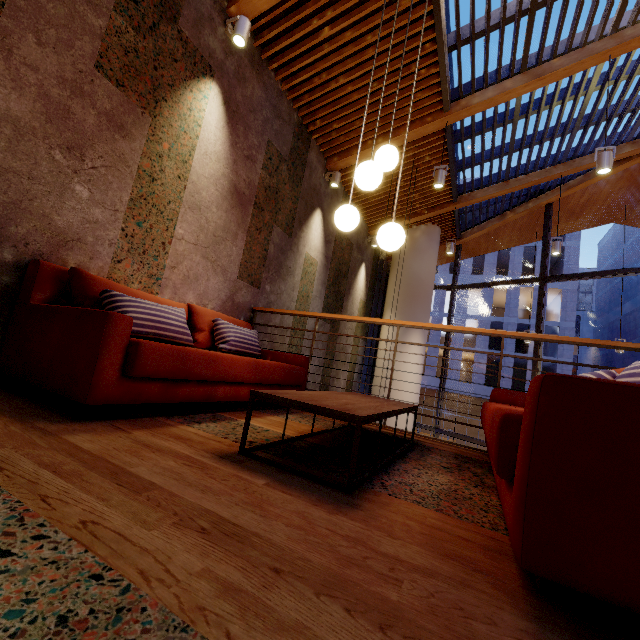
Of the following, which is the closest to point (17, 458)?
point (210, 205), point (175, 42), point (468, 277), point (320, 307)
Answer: point (210, 205)

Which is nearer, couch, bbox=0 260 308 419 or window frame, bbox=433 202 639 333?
couch, bbox=0 260 308 419

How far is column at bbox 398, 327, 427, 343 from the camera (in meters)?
7.90

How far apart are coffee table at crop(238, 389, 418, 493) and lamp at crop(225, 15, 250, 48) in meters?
3.8

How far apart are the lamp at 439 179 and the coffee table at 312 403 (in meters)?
3.69

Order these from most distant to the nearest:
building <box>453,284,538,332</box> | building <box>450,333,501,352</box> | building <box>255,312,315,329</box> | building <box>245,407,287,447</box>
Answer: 1. building <box>450,333,501,352</box>
2. building <box>453,284,538,332</box>
3. building <box>255,312,315,329</box>
4. building <box>245,407,287,447</box>

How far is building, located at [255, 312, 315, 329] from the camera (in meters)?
4.61

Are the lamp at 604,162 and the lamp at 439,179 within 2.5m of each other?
yes
